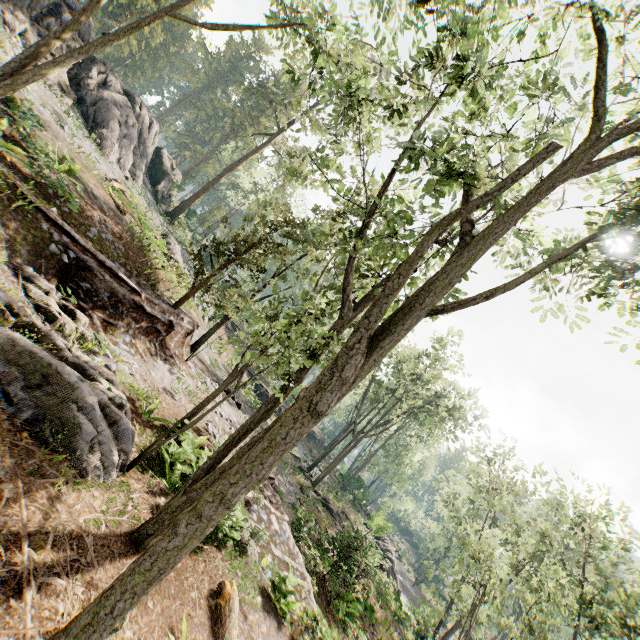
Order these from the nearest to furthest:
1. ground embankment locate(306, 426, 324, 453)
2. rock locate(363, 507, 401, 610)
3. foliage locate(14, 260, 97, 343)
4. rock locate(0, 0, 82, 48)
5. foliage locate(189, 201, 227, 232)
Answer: foliage locate(14, 260, 97, 343) → rock locate(0, 0, 82, 48) → rock locate(363, 507, 401, 610) → ground embankment locate(306, 426, 324, 453) → foliage locate(189, 201, 227, 232)

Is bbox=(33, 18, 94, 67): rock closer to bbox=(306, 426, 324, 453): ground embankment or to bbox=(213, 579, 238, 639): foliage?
bbox=(213, 579, 238, 639): foliage

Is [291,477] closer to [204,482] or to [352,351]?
[204,482]

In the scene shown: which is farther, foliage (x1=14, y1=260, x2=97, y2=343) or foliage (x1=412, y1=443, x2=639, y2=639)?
foliage (x1=412, y1=443, x2=639, y2=639)

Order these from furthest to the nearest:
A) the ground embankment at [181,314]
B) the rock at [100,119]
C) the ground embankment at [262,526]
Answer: the rock at [100,119]
the ground embankment at [181,314]
the ground embankment at [262,526]

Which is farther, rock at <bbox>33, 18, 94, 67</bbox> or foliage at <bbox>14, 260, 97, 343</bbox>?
rock at <bbox>33, 18, 94, 67</bbox>

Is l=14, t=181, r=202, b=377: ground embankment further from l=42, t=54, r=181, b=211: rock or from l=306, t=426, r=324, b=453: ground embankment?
l=306, t=426, r=324, b=453: ground embankment

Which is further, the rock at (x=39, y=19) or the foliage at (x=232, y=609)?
the rock at (x=39, y=19)
